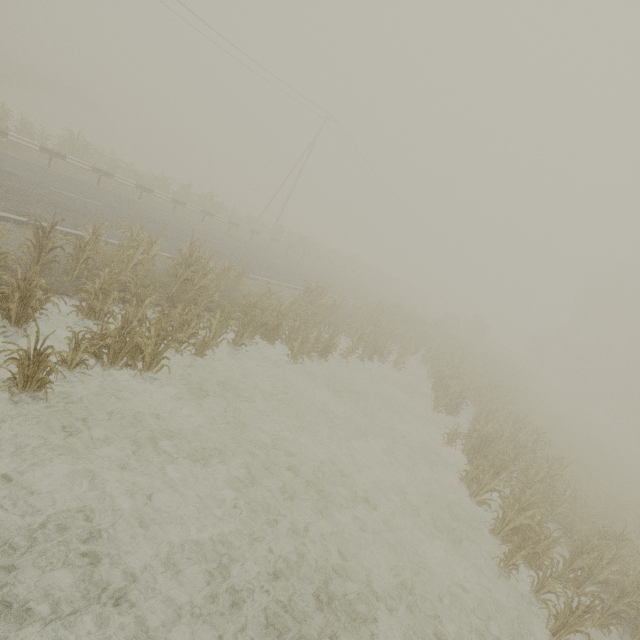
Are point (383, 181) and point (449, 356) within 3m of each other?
no

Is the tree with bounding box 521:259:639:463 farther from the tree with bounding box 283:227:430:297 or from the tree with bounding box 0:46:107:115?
the tree with bounding box 0:46:107:115

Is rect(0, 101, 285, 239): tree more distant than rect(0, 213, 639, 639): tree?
Yes

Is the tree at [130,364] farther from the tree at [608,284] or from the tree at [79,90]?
the tree at [79,90]

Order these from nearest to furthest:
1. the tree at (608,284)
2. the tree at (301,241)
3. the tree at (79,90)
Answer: the tree at (79,90), the tree at (301,241), the tree at (608,284)

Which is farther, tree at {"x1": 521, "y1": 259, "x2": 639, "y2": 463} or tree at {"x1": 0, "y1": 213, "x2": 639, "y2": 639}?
tree at {"x1": 521, "y1": 259, "x2": 639, "y2": 463}

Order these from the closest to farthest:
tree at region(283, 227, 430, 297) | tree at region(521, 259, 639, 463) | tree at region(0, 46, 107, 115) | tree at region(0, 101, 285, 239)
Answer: tree at region(0, 101, 285, 239)
tree at region(0, 46, 107, 115)
tree at region(283, 227, 430, 297)
tree at region(521, 259, 639, 463)
